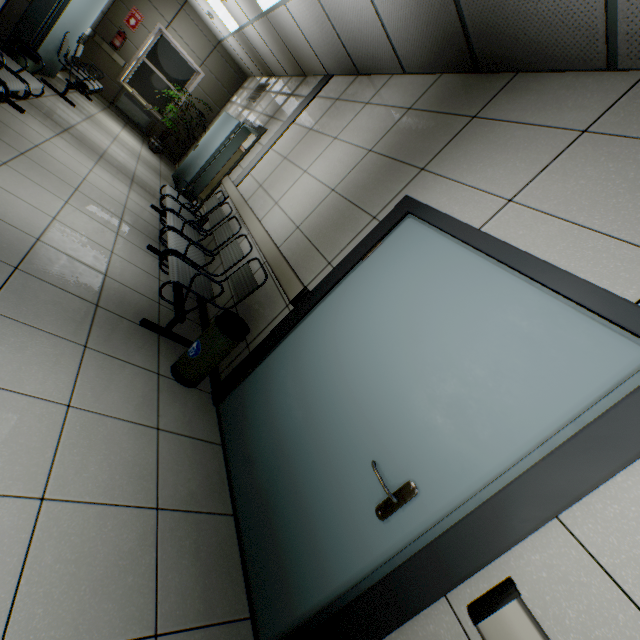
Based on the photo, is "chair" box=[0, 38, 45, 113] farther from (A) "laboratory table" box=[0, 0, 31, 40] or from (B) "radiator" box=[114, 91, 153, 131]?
(B) "radiator" box=[114, 91, 153, 131]

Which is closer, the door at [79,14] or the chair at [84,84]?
the door at [79,14]

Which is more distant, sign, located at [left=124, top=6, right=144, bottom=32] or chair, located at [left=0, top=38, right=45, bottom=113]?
sign, located at [left=124, top=6, right=144, bottom=32]

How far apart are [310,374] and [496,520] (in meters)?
1.23

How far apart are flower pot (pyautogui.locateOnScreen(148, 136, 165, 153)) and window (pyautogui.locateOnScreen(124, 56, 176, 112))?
1.2 meters

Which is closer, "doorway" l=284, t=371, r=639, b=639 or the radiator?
"doorway" l=284, t=371, r=639, b=639

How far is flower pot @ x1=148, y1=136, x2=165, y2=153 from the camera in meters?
8.4

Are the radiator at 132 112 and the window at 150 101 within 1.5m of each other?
yes
